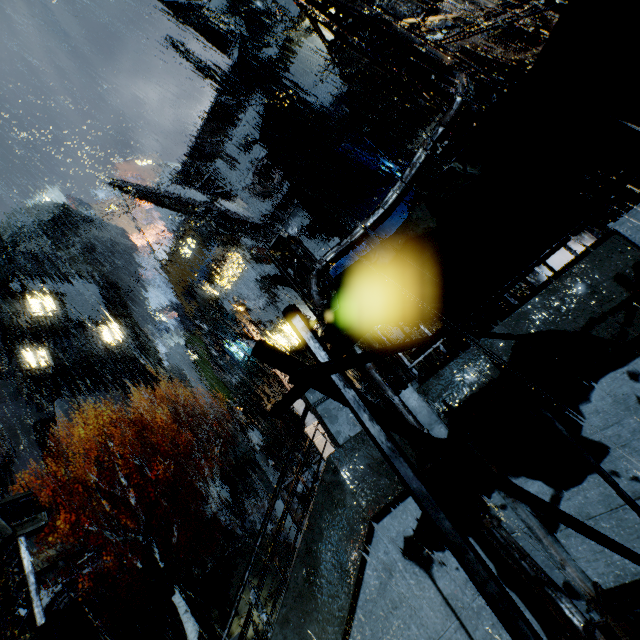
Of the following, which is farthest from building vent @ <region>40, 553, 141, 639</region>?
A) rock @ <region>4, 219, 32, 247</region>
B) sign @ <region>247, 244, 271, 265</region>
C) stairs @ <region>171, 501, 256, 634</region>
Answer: rock @ <region>4, 219, 32, 247</region>

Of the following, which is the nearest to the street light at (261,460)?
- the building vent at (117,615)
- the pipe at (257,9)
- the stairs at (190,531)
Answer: the stairs at (190,531)

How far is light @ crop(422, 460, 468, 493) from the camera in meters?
5.4

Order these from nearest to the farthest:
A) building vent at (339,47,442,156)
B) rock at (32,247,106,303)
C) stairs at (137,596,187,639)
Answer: building vent at (339,47,442,156) < stairs at (137,596,187,639) < rock at (32,247,106,303)

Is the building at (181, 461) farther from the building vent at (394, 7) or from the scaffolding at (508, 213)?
the scaffolding at (508, 213)

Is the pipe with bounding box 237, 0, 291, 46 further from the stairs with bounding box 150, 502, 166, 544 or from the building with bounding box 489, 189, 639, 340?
the stairs with bounding box 150, 502, 166, 544

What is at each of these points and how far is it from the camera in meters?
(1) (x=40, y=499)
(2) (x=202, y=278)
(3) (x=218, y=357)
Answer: (1) building, 31.1
(2) cloth, 37.9
(3) pipe, 44.2

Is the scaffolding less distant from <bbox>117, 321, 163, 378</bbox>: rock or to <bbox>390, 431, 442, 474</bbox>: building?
<bbox>390, 431, 442, 474</bbox>: building
